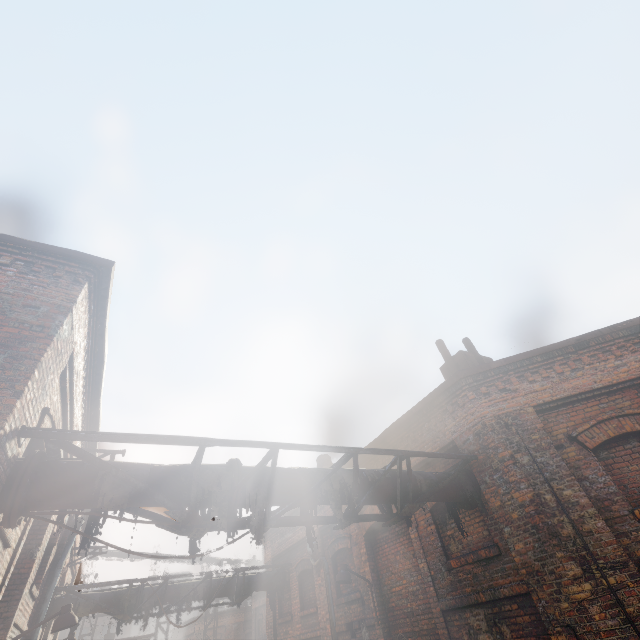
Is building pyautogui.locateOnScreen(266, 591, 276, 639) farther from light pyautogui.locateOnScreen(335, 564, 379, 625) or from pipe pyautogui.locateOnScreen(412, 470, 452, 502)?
light pyautogui.locateOnScreen(335, 564, 379, 625)

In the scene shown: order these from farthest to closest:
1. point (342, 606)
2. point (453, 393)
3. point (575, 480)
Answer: point (342, 606) < point (453, 393) < point (575, 480)

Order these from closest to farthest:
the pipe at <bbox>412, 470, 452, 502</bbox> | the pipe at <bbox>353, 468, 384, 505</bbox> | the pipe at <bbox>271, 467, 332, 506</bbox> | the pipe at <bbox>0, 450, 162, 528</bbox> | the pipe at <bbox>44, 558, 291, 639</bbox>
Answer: the pipe at <bbox>0, 450, 162, 528</bbox>, the pipe at <bbox>271, 467, 332, 506</bbox>, the pipe at <bbox>353, 468, 384, 505</bbox>, the pipe at <bbox>412, 470, 452, 502</bbox>, the pipe at <bbox>44, 558, 291, 639</bbox>

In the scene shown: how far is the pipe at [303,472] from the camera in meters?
4.7 m

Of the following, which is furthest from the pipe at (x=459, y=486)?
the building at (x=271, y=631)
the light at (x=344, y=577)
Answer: the light at (x=344, y=577)

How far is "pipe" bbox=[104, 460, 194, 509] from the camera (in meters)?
4.02
